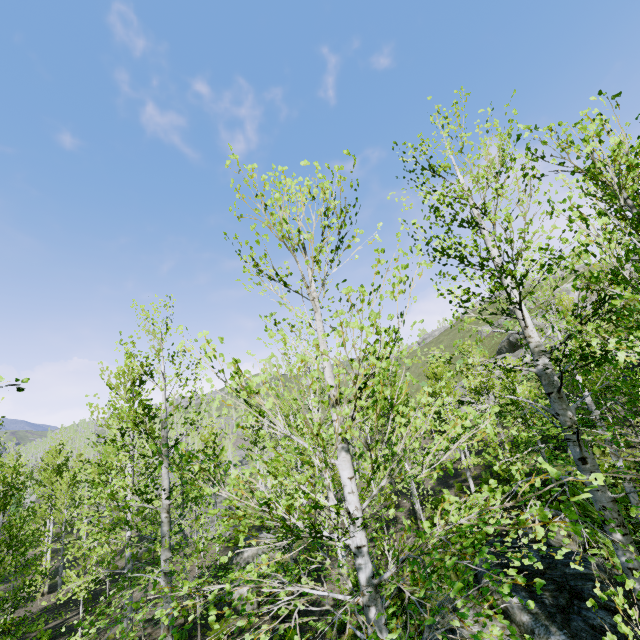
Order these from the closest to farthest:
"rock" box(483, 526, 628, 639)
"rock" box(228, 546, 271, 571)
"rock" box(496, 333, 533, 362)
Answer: "rock" box(483, 526, 628, 639) → "rock" box(228, 546, 271, 571) → "rock" box(496, 333, 533, 362)

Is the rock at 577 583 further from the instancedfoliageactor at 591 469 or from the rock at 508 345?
the rock at 508 345

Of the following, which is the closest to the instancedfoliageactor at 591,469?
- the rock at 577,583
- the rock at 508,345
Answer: the rock at 577,583

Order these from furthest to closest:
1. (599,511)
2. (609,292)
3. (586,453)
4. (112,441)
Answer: (609,292) < (112,441) < (586,453) < (599,511)

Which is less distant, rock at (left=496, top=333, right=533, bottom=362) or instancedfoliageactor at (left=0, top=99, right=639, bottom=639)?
instancedfoliageactor at (left=0, top=99, right=639, bottom=639)

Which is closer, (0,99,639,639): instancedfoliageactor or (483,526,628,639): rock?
(0,99,639,639): instancedfoliageactor

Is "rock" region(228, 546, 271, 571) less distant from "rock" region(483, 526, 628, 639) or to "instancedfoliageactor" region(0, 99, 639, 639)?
"instancedfoliageactor" region(0, 99, 639, 639)

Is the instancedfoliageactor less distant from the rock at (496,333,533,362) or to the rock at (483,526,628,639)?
the rock at (483,526,628,639)
